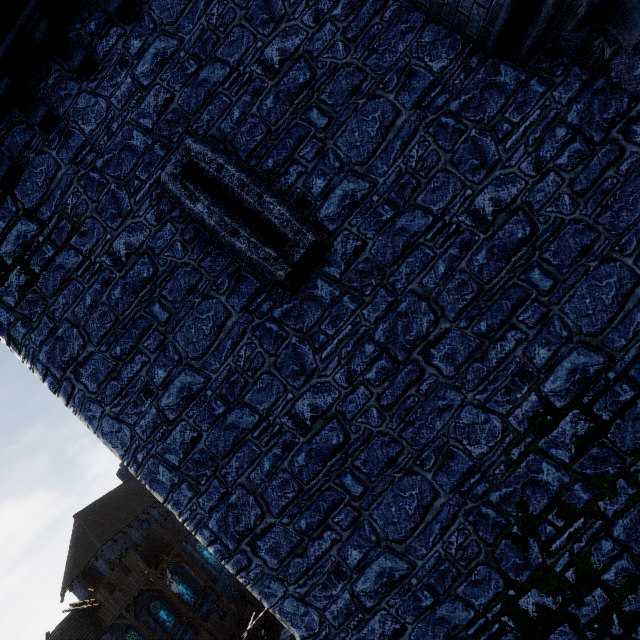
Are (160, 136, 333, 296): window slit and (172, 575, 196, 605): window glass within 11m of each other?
no

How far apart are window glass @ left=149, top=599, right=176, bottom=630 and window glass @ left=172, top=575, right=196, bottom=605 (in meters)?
1.50

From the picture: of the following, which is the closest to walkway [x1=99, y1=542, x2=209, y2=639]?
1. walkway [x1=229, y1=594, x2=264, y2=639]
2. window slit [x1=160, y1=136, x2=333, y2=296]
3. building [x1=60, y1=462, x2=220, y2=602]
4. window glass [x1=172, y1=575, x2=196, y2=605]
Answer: building [x1=60, y1=462, x2=220, y2=602]

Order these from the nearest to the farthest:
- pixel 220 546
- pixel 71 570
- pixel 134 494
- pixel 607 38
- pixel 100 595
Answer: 1. pixel 607 38
2. pixel 220 546
3. pixel 100 595
4. pixel 71 570
5. pixel 134 494

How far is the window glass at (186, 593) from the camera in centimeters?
3197cm

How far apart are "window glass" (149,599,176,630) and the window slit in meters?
39.3 m

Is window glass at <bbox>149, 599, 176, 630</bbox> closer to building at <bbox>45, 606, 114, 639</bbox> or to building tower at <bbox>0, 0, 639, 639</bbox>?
building at <bbox>45, 606, 114, 639</bbox>

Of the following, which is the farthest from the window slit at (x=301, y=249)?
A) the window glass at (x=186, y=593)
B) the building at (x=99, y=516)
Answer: the window glass at (x=186, y=593)
